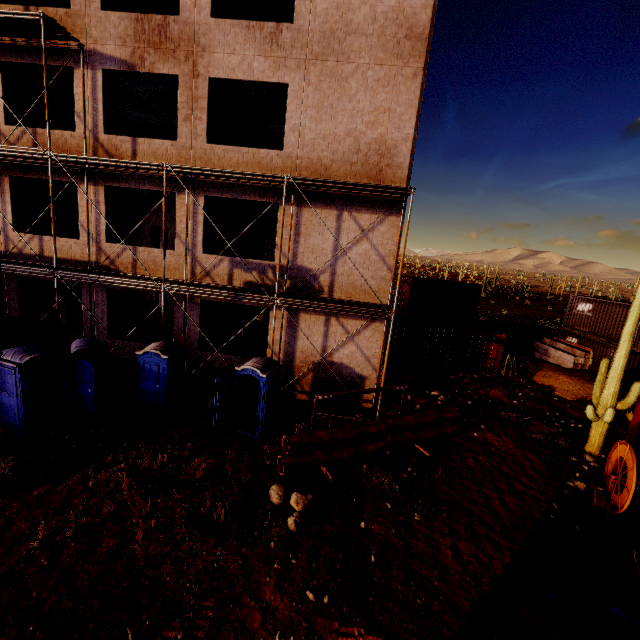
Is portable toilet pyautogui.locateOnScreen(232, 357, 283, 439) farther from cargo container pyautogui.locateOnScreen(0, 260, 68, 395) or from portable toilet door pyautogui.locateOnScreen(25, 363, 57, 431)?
cargo container pyautogui.locateOnScreen(0, 260, 68, 395)

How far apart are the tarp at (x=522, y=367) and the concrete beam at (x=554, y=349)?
4.7 meters

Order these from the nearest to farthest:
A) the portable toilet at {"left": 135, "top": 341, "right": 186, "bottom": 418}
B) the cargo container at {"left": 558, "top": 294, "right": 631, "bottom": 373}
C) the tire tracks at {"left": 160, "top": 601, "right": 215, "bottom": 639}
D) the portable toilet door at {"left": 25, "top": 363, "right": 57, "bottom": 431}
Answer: the tire tracks at {"left": 160, "top": 601, "right": 215, "bottom": 639}
the portable toilet door at {"left": 25, "top": 363, "right": 57, "bottom": 431}
the portable toilet at {"left": 135, "top": 341, "right": 186, "bottom": 418}
the cargo container at {"left": 558, "top": 294, "right": 631, "bottom": 373}

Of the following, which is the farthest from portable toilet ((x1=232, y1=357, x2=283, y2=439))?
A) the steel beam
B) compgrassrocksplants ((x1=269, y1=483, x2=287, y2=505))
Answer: the steel beam

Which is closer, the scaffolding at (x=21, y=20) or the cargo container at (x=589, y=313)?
the scaffolding at (x=21, y=20)

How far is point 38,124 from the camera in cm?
1795

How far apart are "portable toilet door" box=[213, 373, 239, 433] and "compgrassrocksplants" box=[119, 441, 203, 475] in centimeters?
70cm

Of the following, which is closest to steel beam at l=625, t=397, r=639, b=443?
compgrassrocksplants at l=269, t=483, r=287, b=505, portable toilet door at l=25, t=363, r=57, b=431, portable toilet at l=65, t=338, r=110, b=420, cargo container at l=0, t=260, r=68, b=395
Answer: compgrassrocksplants at l=269, t=483, r=287, b=505
